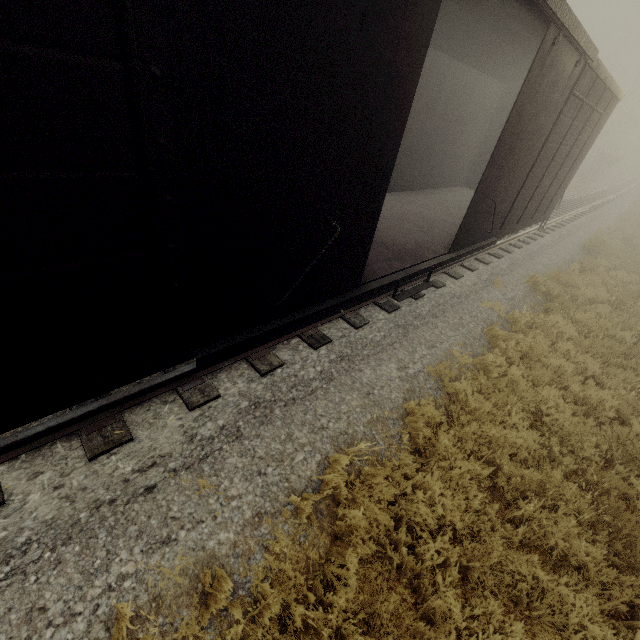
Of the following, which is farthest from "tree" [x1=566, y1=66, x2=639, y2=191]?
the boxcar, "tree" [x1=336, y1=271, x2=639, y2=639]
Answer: the boxcar

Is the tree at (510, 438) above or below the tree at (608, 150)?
below

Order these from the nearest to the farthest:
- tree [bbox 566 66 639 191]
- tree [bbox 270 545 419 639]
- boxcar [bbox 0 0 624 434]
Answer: boxcar [bbox 0 0 624 434], tree [bbox 270 545 419 639], tree [bbox 566 66 639 191]

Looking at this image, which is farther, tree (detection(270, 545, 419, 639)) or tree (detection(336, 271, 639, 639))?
tree (detection(336, 271, 639, 639))

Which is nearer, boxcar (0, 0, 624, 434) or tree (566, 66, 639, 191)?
boxcar (0, 0, 624, 434)

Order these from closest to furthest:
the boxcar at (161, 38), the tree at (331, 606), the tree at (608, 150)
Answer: the boxcar at (161, 38) → the tree at (331, 606) → the tree at (608, 150)

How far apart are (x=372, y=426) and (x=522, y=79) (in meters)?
12.73
